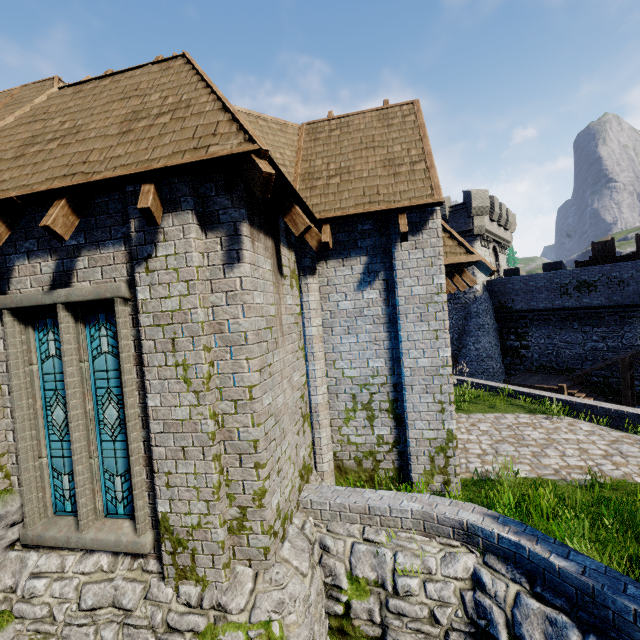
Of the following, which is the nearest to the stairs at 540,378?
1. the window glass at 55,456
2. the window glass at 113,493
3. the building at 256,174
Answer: the building at 256,174

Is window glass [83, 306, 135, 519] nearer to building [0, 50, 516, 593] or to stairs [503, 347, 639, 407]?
building [0, 50, 516, 593]

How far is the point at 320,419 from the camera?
7.0m

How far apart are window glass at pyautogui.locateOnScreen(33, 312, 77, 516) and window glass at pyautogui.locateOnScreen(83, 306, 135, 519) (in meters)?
0.20

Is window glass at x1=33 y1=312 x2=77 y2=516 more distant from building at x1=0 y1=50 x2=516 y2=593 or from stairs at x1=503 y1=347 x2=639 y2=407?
stairs at x1=503 y1=347 x2=639 y2=407

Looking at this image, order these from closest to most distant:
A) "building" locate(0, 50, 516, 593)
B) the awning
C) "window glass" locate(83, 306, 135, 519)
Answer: "building" locate(0, 50, 516, 593) < "window glass" locate(83, 306, 135, 519) < the awning

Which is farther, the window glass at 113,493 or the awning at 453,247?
the awning at 453,247

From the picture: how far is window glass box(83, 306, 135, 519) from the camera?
5.0 meters
